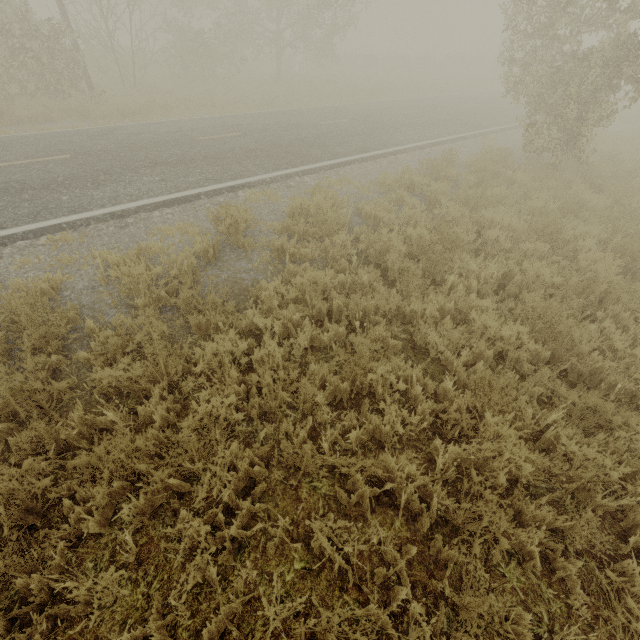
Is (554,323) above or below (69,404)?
above
